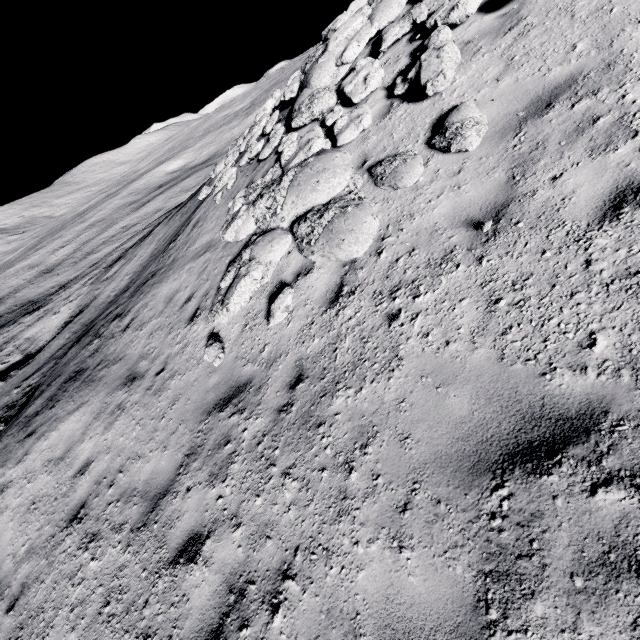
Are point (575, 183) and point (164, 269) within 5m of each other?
no

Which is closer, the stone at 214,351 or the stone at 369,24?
the stone at 214,351

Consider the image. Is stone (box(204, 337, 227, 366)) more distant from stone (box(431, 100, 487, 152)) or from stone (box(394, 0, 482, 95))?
stone (box(394, 0, 482, 95))

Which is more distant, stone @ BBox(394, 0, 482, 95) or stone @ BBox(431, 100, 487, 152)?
stone @ BBox(394, 0, 482, 95)

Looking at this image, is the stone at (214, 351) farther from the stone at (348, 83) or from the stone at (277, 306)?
the stone at (348, 83)

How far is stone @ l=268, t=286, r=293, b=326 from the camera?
5.2m

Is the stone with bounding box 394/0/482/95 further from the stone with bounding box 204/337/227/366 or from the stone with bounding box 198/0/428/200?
the stone with bounding box 204/337/227/366
